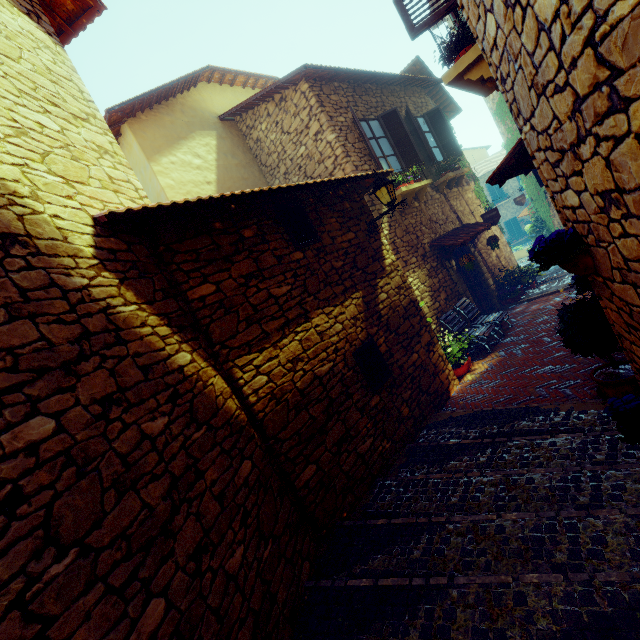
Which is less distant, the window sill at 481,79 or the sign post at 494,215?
the window sill at 481,79

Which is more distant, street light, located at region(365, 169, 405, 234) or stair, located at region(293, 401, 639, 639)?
street light, located at region(365, 169, 405, 234)

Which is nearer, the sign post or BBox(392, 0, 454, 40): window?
BBox(392, 0, 454, 40): window

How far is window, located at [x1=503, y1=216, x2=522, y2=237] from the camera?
28.62m

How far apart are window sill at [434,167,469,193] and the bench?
3.26m

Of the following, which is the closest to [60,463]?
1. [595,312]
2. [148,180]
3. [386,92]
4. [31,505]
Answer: [31,505]

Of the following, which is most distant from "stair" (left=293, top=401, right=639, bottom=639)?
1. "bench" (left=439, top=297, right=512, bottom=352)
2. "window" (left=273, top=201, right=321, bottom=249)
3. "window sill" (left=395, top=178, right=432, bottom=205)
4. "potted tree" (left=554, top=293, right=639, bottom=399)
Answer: "window sill" (left=395, top=178, right=432, bottom=205)

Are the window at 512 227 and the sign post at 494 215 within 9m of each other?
no
